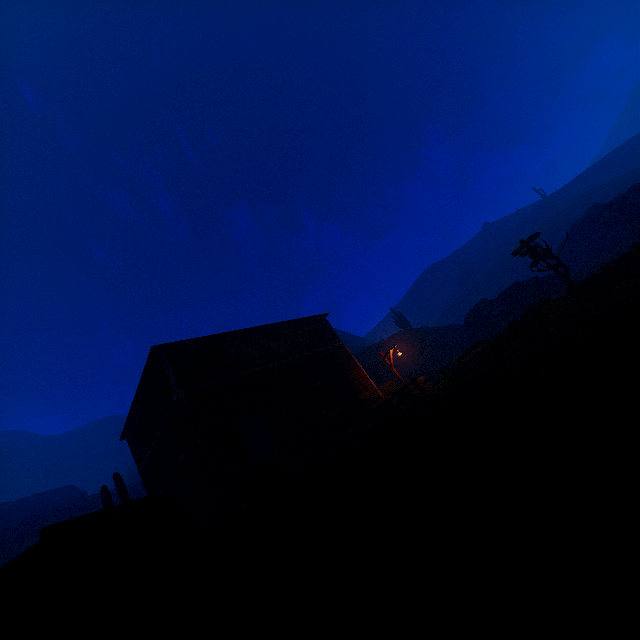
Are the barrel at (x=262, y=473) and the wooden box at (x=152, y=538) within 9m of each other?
yes

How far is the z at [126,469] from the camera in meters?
36.8 m

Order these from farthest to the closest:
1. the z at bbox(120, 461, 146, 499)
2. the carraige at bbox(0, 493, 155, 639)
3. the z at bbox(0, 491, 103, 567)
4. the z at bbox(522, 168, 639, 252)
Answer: the z at bbox(522, 168, 639, 252), the z at bbox(120, 461, 146, 499), the z at bbox(0, 491, 103, 567), the carraige at bbox(0, 493, 155, 639)

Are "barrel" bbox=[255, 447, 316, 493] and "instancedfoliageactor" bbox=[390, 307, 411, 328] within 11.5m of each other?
no

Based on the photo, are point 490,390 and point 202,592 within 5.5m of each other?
yes

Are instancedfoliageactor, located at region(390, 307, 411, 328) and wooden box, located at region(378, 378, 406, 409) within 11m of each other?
no

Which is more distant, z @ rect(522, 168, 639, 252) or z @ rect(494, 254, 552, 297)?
z @ rect(494, 254, 552, 297)

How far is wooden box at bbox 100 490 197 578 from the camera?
5.1 meters
